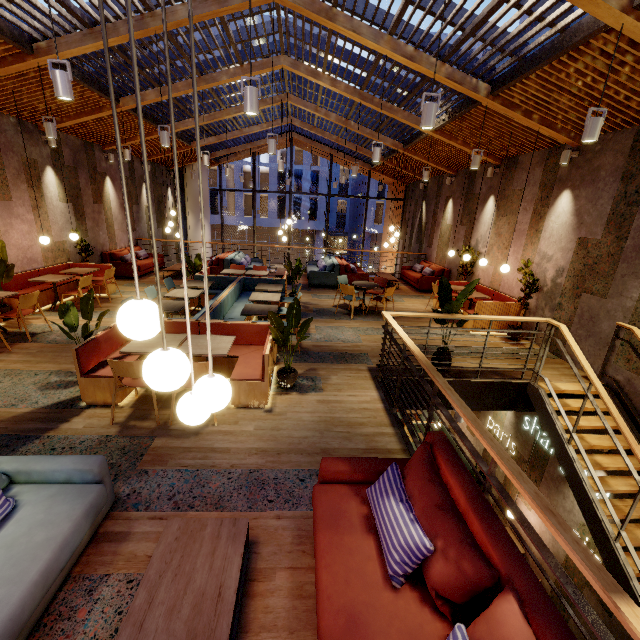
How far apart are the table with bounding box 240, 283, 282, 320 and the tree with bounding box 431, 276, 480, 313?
3.0m

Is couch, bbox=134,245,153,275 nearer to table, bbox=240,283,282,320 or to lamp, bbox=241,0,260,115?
table, bbox=240,283,282,320

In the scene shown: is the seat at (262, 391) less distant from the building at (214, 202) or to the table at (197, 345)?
the table at (197, 345)

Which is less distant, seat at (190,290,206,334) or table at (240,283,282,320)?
seat at (190,290,206,334)

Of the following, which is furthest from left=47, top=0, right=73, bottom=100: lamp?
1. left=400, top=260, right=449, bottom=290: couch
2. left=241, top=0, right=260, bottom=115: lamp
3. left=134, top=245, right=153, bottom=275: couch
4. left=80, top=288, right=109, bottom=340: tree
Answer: left=400, top=260, right=449, bottom=290: couch

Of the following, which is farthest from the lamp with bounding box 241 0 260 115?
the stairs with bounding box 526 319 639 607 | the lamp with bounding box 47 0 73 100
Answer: the stairs with bounding box 526 319 639 607

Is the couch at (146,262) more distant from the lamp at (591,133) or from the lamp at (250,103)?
the lamp at (591,133)

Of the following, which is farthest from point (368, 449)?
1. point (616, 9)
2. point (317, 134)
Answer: point (317, 134)
